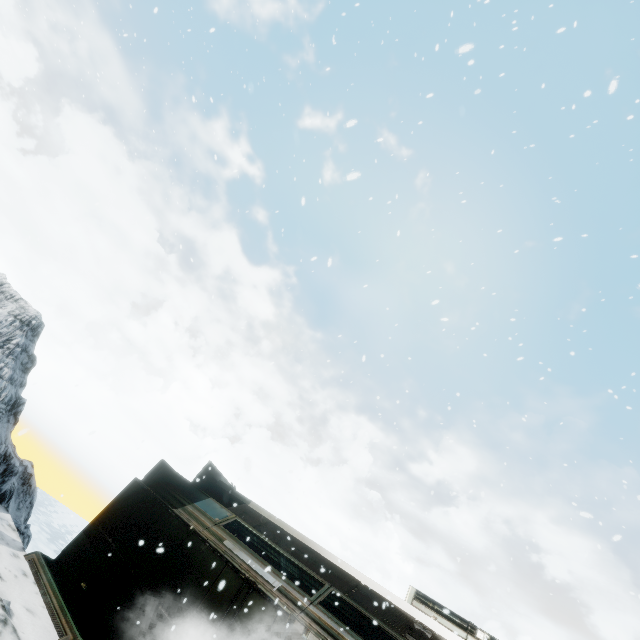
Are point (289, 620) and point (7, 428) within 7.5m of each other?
no
